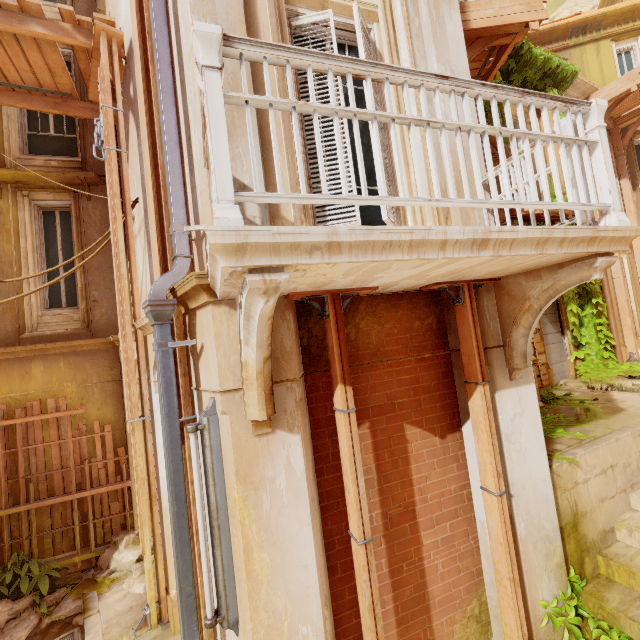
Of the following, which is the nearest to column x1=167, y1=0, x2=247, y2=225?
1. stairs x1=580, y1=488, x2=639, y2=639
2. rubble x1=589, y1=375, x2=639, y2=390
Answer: stairs x1=580, y1=488, x2=639, y2=639

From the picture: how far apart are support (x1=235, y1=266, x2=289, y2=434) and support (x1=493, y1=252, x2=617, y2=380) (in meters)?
2.49

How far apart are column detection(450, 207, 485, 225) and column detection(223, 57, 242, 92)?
1.29m

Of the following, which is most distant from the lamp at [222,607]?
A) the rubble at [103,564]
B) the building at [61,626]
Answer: the rubble at [103,564]

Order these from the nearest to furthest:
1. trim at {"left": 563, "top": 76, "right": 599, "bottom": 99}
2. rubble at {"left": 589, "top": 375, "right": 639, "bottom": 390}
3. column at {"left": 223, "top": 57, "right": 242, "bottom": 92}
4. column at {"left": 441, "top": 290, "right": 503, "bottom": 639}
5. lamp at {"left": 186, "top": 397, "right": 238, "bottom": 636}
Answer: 1. lamp at {"left": 186, "top": 397, "right": 238, "bottom": 636}
2. column at {"left": 223, "top": 57, "right": 242, "bottom": 92}
3. column at {"left": 441, "top": 290, "right": 503, "bottom": 639}
4. rubble at {"left": 589, "top": 375, "right": 639, "bottom": 390}
5. trim at {"left": 563, "top": 76, "right": 599, "bottom": 99}

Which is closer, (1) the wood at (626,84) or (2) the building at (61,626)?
(2) the building at (61,626)

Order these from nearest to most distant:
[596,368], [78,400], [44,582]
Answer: [44,582], [78,400], [596,368]

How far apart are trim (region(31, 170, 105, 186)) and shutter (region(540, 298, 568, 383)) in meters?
10.8 m
